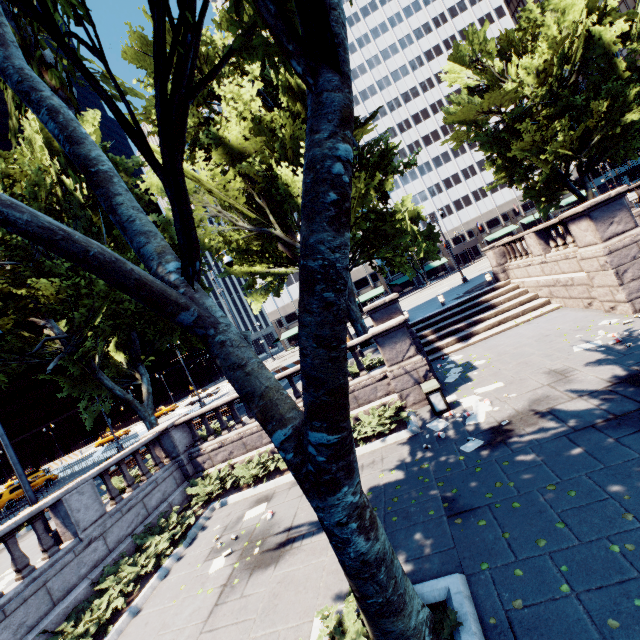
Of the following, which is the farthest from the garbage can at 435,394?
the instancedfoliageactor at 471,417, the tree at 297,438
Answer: the tree at 297,438

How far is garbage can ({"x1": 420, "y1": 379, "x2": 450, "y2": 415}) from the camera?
10.0 meters

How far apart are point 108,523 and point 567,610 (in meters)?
11.60

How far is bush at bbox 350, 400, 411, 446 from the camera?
10.3m

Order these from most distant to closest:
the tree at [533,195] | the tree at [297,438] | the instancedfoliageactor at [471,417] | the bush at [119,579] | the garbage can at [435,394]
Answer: the tree at [533,195] < the garbage can at [435,394] < the instancedfoliageactor at [471,417] < the bush at [119,579] < the tree at [297,438]

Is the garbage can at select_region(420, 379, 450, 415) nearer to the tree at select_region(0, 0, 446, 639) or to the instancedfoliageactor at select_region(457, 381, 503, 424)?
the instancedfoliageactor at select_region(457, 381, 503, 424)

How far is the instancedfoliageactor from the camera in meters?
8.9 m
